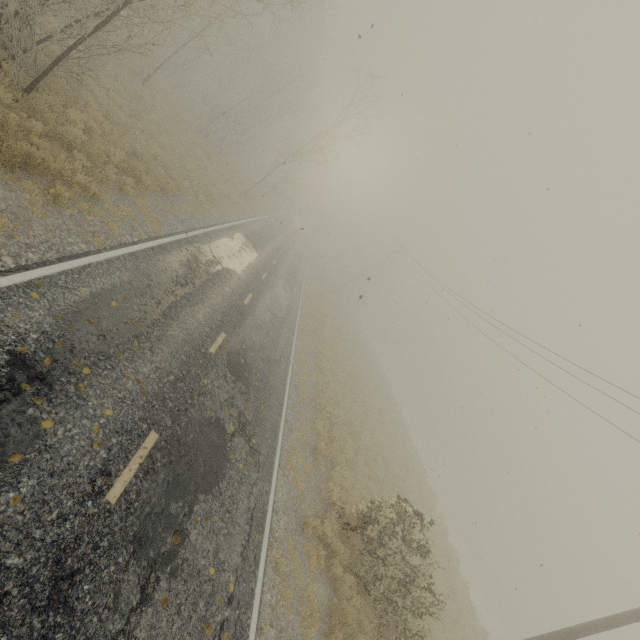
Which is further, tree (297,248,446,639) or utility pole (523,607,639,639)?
tree (297,248,446,639)

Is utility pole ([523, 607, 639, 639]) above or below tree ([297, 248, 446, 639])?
above

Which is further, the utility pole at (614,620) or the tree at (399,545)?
the tree at (399,545)

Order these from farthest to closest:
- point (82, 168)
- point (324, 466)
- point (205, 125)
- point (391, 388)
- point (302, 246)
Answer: point (302, 246)
point (391, 388)
point (205, 125)
point (324, 466)
point (82, 168)

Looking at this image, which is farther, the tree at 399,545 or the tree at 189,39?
the tree at 399,545

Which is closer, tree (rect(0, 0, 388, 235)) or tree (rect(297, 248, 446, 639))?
tree (rect(0, 0, 388, 235))
